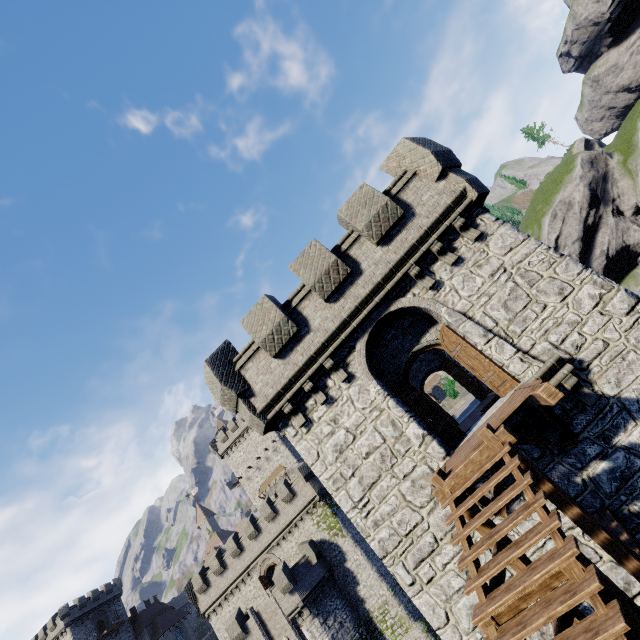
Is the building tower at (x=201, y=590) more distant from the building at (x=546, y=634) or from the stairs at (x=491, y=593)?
the stairs at (x=491, y=593)

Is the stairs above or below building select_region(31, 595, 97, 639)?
below

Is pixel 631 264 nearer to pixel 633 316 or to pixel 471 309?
pixel 633 316

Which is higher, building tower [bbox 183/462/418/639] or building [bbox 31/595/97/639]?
building [bbox 31/595/97/639]

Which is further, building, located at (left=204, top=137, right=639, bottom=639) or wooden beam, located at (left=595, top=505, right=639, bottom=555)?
building, located at (left=204, top=137, right=639, bottom=639)

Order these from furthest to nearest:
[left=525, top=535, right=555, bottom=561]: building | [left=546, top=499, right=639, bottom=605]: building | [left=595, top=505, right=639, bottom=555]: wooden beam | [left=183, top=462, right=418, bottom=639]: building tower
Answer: [left=183, top=462, right=418, bottom=639]: building tower
[left=525, top=535, right=555, bottom=561]: building
[left=546, top=499, right=639, bottom=605]: building
[left=595, top=505, right=639, bottom=555]: wooden beam

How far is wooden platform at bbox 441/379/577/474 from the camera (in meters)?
6.23

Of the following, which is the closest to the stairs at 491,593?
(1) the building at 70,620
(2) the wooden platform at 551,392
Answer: (2) the wooden platform at 551,392
